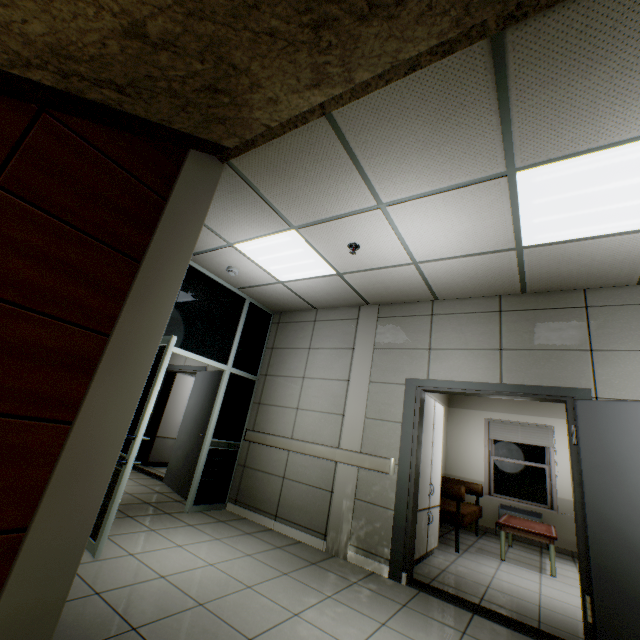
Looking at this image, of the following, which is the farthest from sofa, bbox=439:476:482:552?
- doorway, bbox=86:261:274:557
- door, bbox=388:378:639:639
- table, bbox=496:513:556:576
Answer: doorway, bbox=86:261:274:557

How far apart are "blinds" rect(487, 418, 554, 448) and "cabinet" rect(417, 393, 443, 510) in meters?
3.3 m

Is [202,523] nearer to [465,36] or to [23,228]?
[23,228]

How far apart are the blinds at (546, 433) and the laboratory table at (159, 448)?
7.15m

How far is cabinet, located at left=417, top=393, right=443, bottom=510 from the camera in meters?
4.3

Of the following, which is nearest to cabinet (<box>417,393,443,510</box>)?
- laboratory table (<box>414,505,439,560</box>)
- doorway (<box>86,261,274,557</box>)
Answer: laboratory table (<box>414,505,439,560</box>)

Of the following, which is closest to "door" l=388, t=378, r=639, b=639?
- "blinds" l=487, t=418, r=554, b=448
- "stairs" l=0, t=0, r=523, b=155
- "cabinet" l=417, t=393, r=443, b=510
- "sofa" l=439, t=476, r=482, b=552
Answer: "cabinet" l=417, t=393, r=443, b=510

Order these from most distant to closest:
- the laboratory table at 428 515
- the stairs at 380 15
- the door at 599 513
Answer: the laboratory table at 428 515 → the door at 599 513 → the stairs at 380 15
